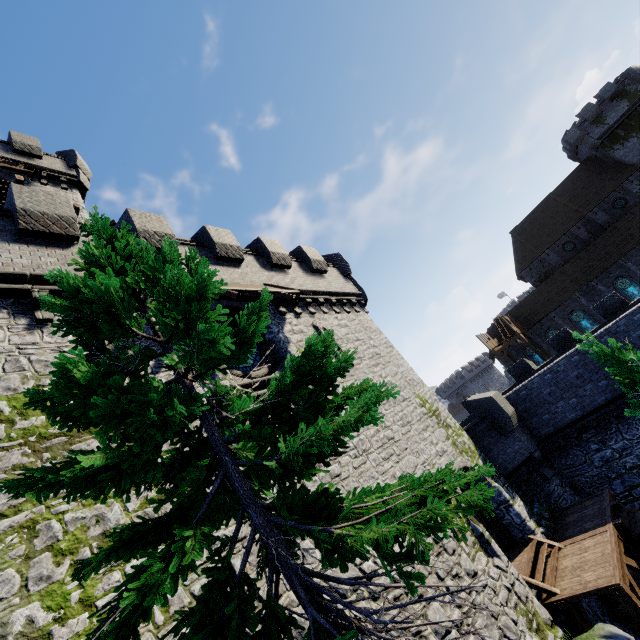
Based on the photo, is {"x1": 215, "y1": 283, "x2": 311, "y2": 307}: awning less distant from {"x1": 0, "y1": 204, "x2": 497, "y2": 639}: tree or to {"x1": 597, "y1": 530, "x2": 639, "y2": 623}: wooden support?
{"x1": 0, "y1": 204, "x2": 497, "y2": 639}: tree

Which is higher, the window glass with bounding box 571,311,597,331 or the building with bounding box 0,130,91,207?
the building with bounding box 0,130,91,207

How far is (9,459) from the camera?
5.73m

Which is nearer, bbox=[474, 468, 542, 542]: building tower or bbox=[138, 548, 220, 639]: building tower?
bbox=[138, 548, 220, 639]: building tower

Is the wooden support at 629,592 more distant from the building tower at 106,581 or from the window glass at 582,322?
the window glass at 582,322

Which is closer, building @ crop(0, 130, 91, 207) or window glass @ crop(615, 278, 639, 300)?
Result: building @ crop(0, 130, 91, 207)

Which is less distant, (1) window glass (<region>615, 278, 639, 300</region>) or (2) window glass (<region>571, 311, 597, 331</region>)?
(1) window glass (<region>615, 278, 639, 300</region>)

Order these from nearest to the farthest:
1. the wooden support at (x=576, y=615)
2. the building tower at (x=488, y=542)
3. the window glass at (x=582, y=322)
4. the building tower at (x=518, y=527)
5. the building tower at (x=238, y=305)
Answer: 1. the wooden support at (x=576, y=615)
2. the building tower at (x=488, y=542)
3. the building tower at (x=238, y=305)
4. the building tower at (x=518, y=527)
5. the window glass at (x=582, y=322)
